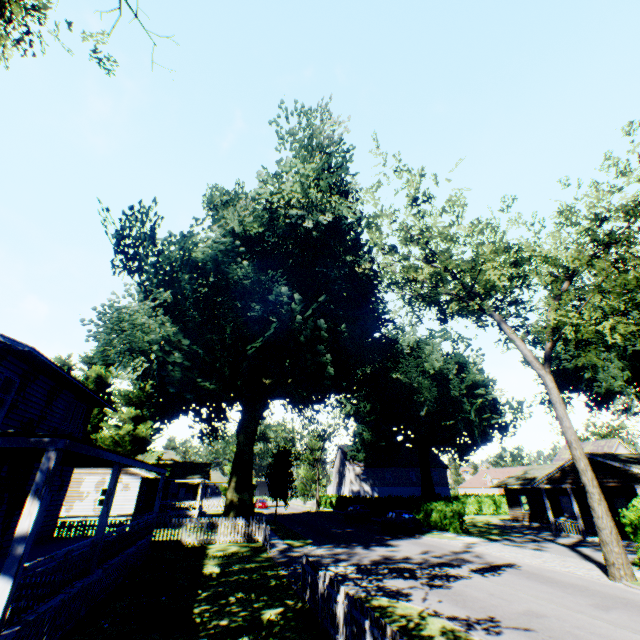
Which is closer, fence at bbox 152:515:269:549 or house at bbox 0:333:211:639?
house at bbox 0:333:211:639

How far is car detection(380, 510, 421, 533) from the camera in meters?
26.7

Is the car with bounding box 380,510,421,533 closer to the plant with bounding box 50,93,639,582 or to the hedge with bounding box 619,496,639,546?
the hedge with bounding box 619,496,639,546

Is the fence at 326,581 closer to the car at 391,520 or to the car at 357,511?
the car at 391,520

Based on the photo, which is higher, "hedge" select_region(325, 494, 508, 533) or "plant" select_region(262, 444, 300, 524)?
"plant" select_region(262, 444, 300, 524)

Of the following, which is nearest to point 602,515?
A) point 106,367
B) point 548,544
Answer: point 548,544

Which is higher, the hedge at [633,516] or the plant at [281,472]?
the plant at [281,472]

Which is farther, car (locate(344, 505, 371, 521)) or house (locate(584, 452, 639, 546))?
car (locate(344, 505, 371, 521))
